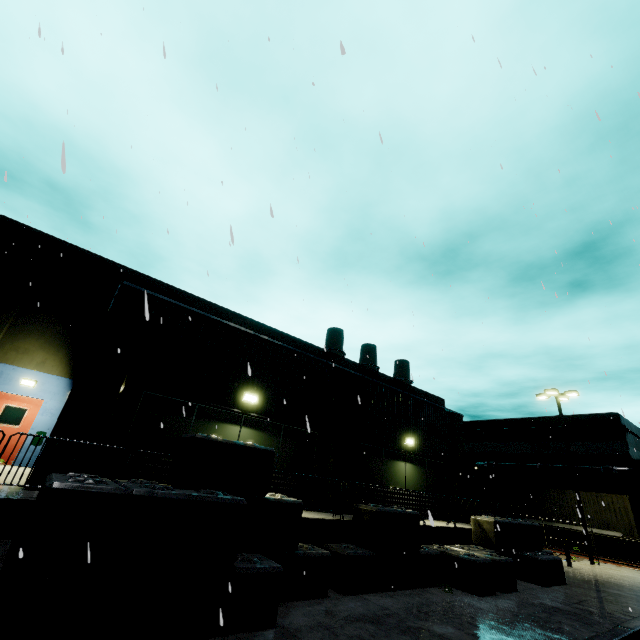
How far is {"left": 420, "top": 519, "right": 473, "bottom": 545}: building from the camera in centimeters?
1102cm

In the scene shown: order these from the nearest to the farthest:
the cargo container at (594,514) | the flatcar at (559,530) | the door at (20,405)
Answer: the door at (20,405)
the cargo container at (594,514)
the flatcar at (559,530)

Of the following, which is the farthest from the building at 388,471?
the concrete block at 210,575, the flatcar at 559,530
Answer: the flatcar at 559,530

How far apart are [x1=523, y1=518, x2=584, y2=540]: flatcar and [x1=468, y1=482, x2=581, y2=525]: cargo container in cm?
1

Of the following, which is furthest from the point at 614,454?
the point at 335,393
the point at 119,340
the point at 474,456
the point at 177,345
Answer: the point at 119,340

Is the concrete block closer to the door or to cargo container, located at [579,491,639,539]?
cargo container, located at [579,491,639,539]

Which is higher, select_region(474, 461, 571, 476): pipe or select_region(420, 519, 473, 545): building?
select_region(474, 461, 571, 476): pipe

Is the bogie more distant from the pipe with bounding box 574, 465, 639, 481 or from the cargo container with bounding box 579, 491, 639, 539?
the pipe with bounding box 574, 465, 639, 481
